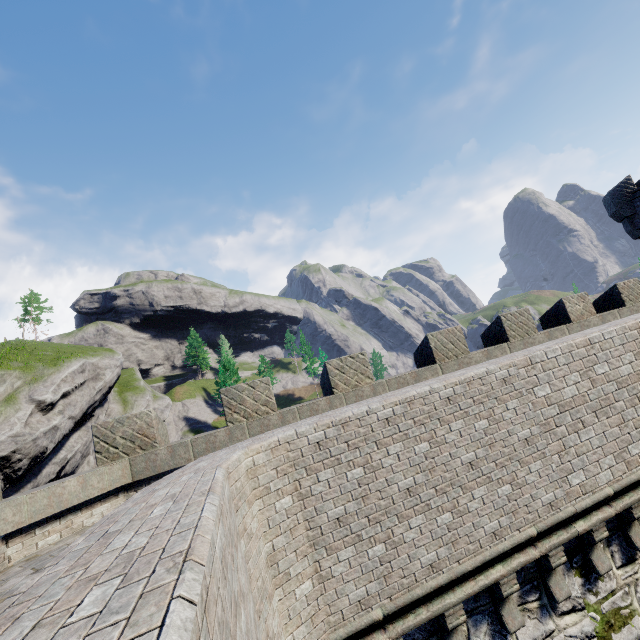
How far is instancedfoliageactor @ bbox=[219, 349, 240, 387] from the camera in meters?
54.0 m

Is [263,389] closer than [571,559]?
No

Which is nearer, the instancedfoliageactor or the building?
the building

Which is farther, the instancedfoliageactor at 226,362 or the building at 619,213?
the instancedfoliageactor at 226,362

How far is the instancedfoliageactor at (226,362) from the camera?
54.0 meters
